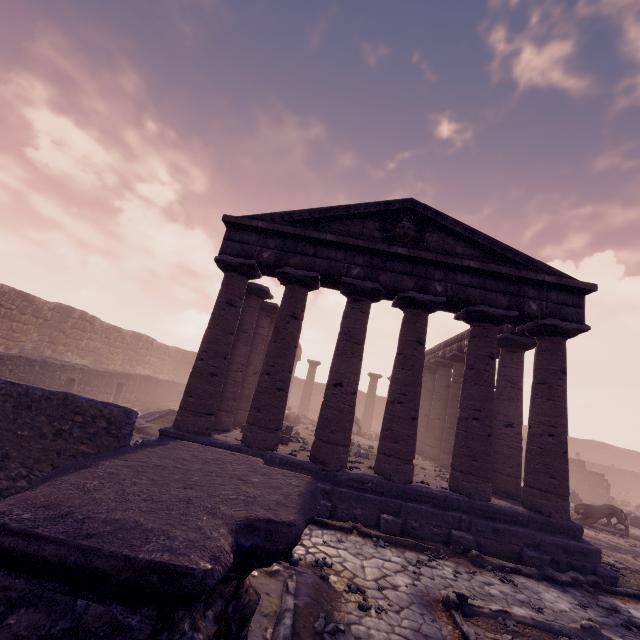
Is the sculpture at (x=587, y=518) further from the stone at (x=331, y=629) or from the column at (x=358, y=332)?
the stone at (x=331, y=629)

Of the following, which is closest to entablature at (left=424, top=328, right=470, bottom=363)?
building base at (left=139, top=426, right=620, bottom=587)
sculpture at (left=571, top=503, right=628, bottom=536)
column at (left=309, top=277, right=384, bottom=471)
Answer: column at (left=309, top=277, right=384, bottom=471)

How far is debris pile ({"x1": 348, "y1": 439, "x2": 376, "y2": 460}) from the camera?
12.3m

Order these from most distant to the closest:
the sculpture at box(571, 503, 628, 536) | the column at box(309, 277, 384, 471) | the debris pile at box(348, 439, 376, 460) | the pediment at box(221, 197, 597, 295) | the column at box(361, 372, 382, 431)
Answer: the column at box(361, 372, 382, 431), the sculpture at box(571, 503, 628, 536), the debris pile at box(348, 439, 376, 460), the pediment at box(221, 197, 597, 295), the column at box(309, 277, 384, 471)

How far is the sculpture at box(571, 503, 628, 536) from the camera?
12.9 meters

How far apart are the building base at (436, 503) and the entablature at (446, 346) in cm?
529

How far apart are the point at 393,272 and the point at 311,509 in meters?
9.1 m

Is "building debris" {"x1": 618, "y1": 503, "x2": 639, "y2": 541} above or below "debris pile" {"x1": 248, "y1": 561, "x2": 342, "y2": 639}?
above
